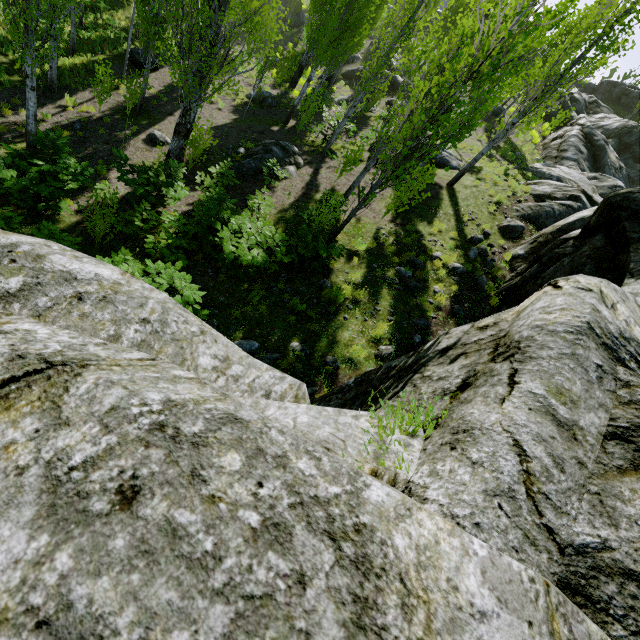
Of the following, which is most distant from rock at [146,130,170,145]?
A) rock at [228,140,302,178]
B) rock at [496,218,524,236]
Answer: rock at [496,218,524,236]

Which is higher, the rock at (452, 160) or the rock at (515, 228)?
the rock at (515, 228)

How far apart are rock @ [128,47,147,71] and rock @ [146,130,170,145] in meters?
7.4

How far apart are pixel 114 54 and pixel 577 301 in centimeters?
2617cm

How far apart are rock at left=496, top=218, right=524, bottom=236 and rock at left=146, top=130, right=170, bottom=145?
13.9m

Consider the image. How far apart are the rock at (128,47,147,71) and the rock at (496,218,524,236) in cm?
2066

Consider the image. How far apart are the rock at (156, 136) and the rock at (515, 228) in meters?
13.9 m

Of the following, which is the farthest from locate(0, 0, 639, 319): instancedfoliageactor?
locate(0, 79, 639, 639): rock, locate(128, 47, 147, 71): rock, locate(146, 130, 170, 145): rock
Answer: locate(146, 130, 170, 145): rock
